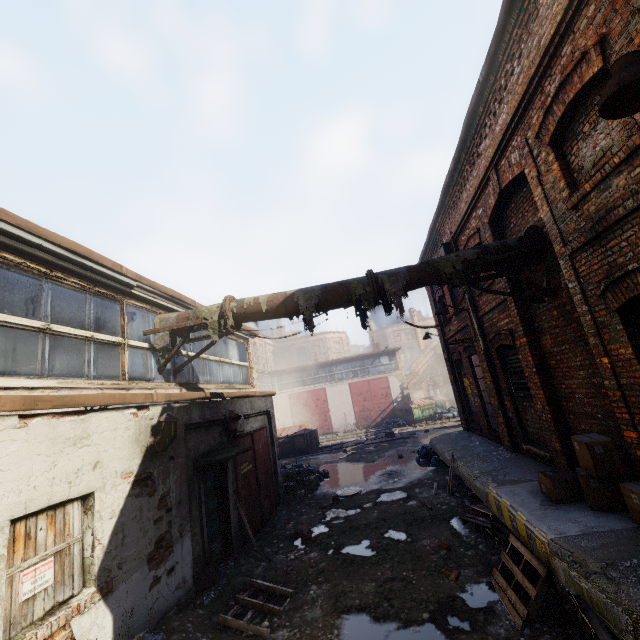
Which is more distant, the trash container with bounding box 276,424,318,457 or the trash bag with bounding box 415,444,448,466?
the trash container with bounding box 276,424,318,457

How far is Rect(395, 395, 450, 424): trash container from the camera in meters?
26.7

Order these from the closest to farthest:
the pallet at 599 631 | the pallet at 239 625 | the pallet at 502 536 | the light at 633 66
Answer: the light at 633 66 → the pallet at 599 631 → the pallet at 502 536 → the pallet at 239 625

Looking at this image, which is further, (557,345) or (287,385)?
(287,385)

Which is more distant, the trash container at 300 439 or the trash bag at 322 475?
the trash container at 300 439

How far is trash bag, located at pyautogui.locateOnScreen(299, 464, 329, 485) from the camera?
13.0m

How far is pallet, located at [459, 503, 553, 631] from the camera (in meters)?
4.25

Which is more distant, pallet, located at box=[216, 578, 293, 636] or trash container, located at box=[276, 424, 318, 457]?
trash container, located at box=[276, 424, 318, 457]
